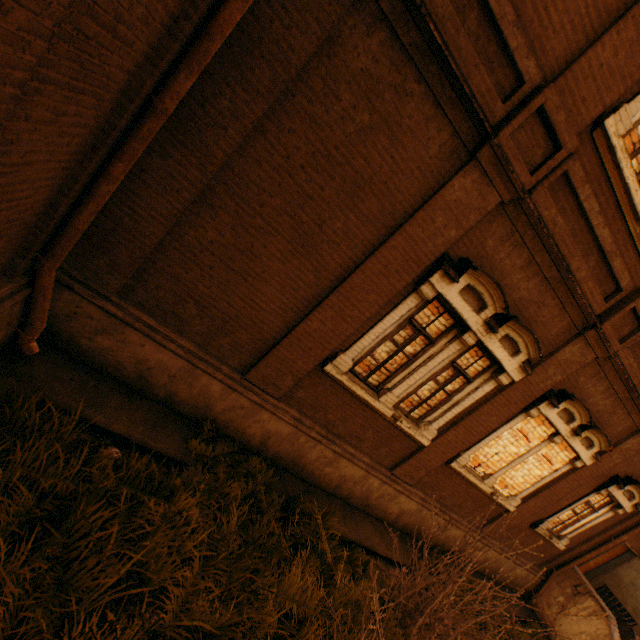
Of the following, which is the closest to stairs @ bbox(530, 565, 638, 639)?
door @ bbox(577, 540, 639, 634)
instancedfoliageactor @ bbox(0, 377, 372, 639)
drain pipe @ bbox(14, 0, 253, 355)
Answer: door @ bbox(577, 540, 639, 634)

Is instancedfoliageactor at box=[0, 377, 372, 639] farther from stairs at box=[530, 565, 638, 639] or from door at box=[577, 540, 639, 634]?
door at box=[577, 540, 639, 634]

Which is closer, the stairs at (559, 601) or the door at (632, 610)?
the stairs at (559, 601)

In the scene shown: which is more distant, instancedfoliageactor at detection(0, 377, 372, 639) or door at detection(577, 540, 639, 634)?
door at detection(577, 540, 639, 634)

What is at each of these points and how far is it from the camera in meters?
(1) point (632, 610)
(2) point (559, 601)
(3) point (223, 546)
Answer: (1) door, 10.6 m
(2) stairs, 10.1 m
(3) instancedfoliageactor, 4.0 m

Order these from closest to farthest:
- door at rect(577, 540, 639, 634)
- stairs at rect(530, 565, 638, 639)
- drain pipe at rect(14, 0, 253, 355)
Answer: drain pipe at rect(14, 0, 253, 355)
stairs at rect(530, 565, 638, 639)
door at rect(577, 540, 639, 634)

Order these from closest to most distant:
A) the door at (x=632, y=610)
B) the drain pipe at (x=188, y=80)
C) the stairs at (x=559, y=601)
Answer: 1. the drain pipe at (x=188, y=80)
2. the stairs at (x=559, y=601)
3. the door at (x=632, y=610)
